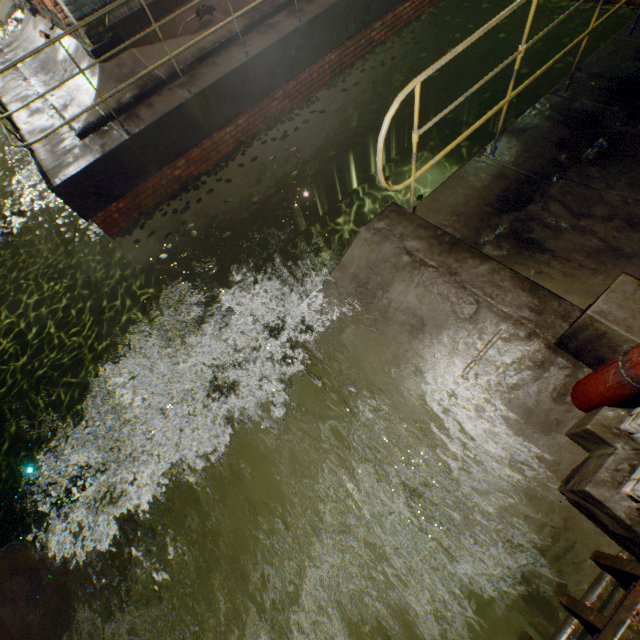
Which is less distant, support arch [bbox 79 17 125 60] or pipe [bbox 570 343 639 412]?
pipe [bbox 570 343 639 412]

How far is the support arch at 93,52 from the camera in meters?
5.7 m

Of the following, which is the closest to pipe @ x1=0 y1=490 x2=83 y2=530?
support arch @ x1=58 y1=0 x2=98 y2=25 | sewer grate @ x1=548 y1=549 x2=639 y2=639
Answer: sewer grate @ x1=548 y1=549 x2=639 y2=639

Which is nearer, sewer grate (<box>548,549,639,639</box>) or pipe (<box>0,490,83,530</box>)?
sewer grate (<box>548,549,639,639</box>)

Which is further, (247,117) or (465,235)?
(247,117)

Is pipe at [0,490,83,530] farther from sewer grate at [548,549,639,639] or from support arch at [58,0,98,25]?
support arch at [58,0,98,25]

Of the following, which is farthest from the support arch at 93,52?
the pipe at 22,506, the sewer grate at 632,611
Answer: the sewer grate at 632,611
